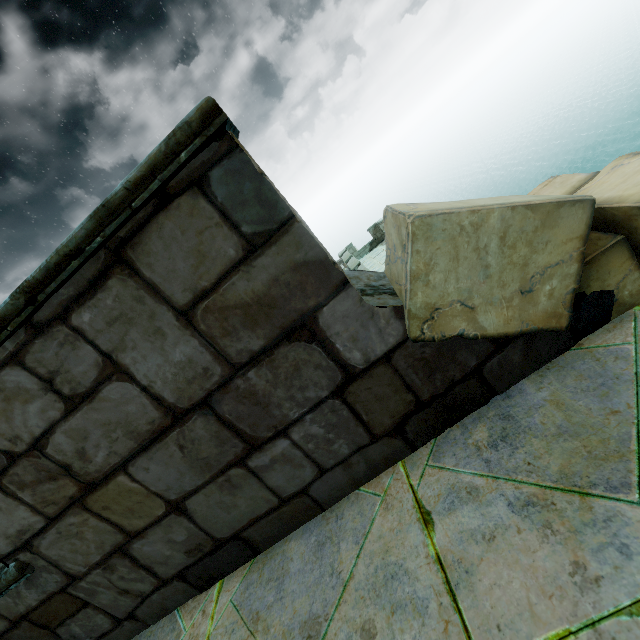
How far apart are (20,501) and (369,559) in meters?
1.6
